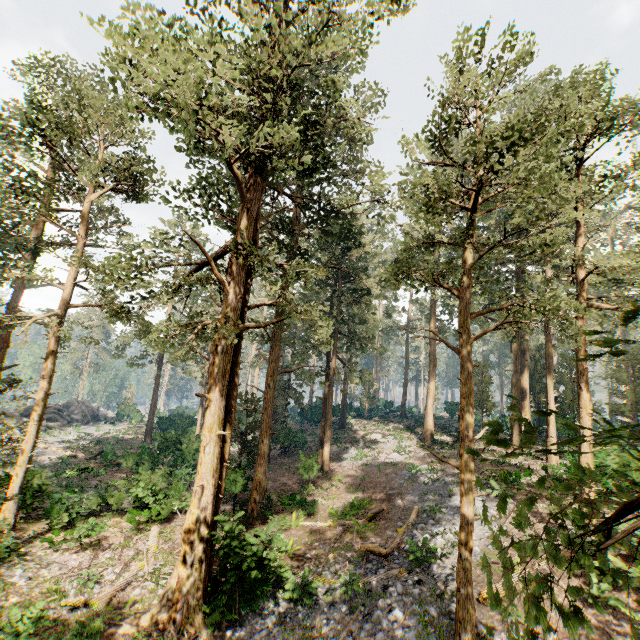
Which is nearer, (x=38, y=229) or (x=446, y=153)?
(x=446, y=153)

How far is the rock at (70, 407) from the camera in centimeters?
4194cm

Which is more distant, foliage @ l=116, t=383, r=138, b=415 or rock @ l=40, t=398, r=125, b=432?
foliage @ l=116, t=383, r=138, b=415

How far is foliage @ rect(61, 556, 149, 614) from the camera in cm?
1126

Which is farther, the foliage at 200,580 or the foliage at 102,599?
the foliage at 102,599

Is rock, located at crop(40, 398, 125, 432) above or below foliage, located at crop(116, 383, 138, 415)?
below

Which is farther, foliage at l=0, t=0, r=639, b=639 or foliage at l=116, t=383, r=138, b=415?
foliage at l=116, t=383, r=138, b=415
